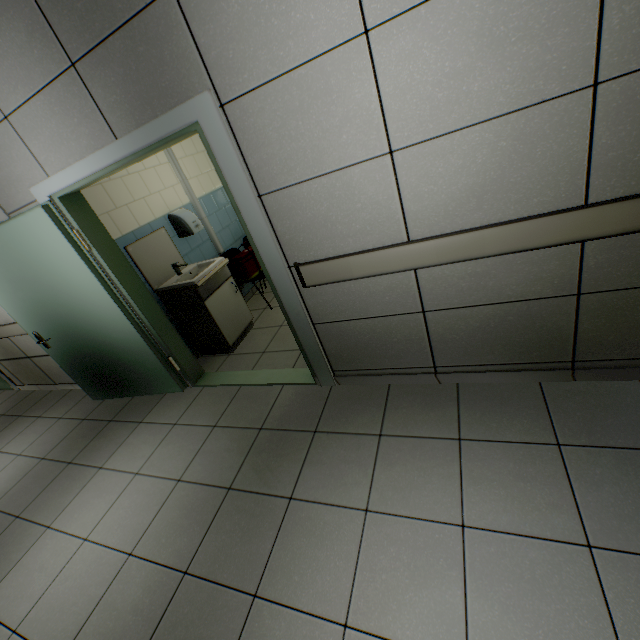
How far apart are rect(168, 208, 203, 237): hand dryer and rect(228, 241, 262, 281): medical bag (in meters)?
0.52

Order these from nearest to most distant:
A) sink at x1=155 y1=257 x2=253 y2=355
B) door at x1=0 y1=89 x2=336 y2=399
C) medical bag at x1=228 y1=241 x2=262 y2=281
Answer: door at x1=0 y1=89 x2=336 y2=399 < sink at x1=155 y1=257 x2=253 y2=355 < medical bag at x1=228 y1=241 x2=262 y2=281

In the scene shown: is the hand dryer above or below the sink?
above

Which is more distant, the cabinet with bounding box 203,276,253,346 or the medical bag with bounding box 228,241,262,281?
the medical bag with bounding box 228,241,262,281

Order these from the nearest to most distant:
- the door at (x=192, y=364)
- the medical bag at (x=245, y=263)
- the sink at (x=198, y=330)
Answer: the door at (x=192, y=364) < the sink at (x=198, y=330) < the medical bag at (x=245, y=263)

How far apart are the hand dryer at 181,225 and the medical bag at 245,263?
0.5m

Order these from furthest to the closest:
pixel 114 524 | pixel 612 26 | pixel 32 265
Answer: pixel 32 265 → pixel 114 524 → pixel 612 26

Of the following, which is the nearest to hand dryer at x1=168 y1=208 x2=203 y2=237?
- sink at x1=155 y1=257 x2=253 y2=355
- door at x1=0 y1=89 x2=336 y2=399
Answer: sink at x1=155 y1=257 x2=253 y2=355
